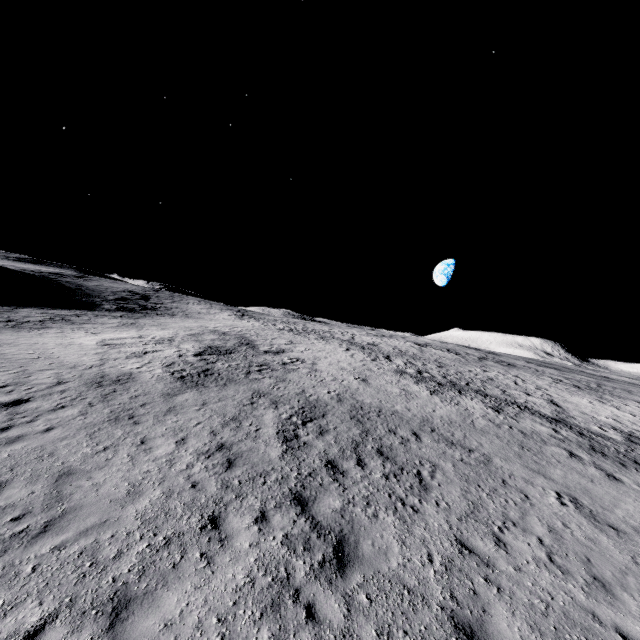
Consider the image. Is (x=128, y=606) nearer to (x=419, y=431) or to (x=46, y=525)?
(x=46, y=525)
